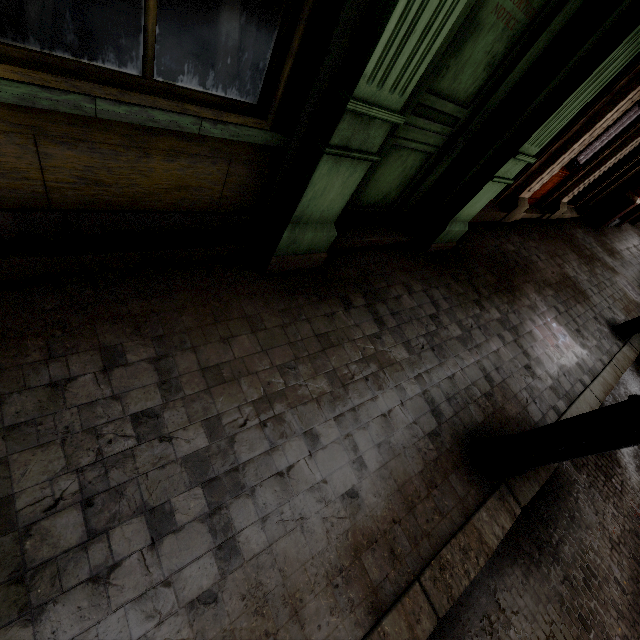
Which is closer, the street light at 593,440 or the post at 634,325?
the street light at 593,440

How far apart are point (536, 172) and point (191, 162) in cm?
618

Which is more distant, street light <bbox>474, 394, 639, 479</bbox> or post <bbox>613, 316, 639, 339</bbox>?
post <bbox>613, 316, 639, 339</bbox>
